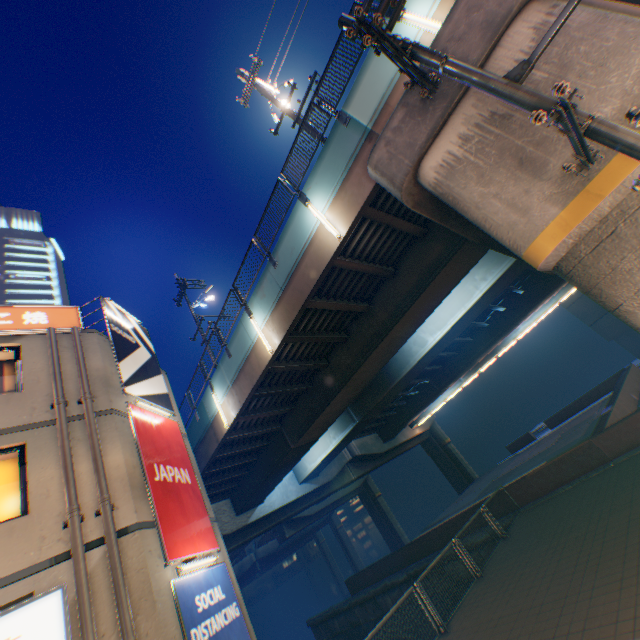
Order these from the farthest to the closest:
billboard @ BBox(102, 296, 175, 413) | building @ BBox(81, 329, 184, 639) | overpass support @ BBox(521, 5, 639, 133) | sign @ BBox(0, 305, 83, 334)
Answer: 1. billboard @ BBox(102, 296, 175, 413)
2. sign @ BBox(0, 305, 83, 334)
3. building @ BBox(81, 329, 184, 639)
4. overpass support @ BBox(521, 5, 639, 133)

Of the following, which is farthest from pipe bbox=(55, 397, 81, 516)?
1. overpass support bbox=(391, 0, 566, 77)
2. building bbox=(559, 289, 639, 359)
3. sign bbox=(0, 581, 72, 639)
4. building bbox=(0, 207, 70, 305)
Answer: building bbox=(559, 289, 639, 359)

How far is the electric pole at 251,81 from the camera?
11.2 meters

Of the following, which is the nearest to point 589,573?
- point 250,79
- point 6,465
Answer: point 6,465

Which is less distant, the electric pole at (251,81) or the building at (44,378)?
the building at (44,378)

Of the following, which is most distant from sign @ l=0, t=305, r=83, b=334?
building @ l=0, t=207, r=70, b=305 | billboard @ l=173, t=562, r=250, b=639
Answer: building @ l=0, t=207, r=70, b=305

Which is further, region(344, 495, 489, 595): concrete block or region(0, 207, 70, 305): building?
region(0, 207, 70, 305): building

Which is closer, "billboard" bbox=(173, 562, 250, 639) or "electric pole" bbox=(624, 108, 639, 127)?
"electric pole" bbox=(624, 108, 639, 127)
